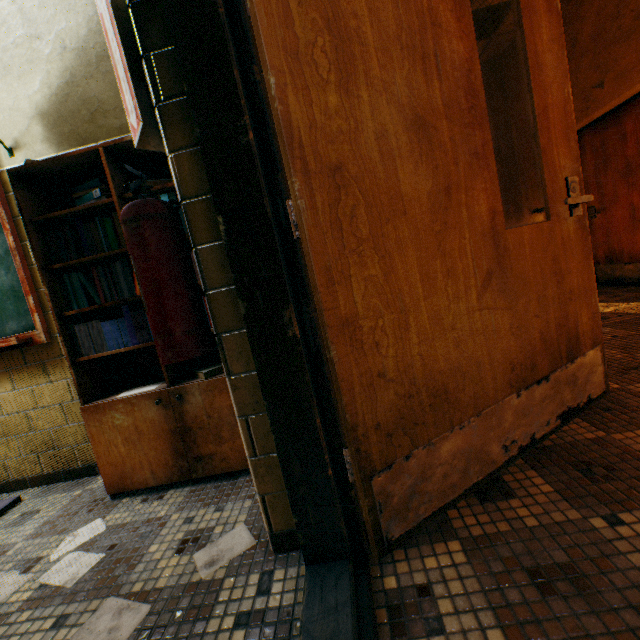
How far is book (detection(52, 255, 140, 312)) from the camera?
1.7 meters

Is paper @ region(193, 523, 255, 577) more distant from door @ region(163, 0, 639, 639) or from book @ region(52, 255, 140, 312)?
book @ region(52, 255, 140, 312)

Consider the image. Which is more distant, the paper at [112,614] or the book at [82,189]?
the book at [82,189]

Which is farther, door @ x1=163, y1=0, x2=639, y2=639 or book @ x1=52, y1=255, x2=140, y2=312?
book @ x1=52, y1=255, x2=140, y2=312

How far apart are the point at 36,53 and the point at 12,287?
1.4m

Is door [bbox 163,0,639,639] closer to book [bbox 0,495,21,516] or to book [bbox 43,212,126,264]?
book [bbox 43,212,126,264]

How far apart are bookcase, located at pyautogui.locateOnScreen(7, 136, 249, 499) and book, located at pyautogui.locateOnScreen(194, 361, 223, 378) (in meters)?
0.02

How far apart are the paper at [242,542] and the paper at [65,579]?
0.5 meters
